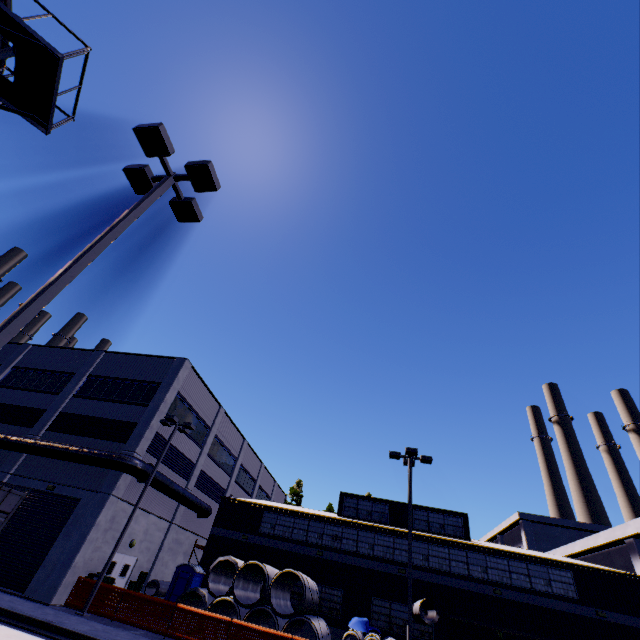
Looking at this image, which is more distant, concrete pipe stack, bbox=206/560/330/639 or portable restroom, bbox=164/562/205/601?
portable restroom, bbox=164/562/205/601

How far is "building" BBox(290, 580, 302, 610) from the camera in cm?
2222

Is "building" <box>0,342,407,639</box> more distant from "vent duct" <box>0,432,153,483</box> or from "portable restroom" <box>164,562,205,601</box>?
"portable restroom" <box>164,562,205,601</box>

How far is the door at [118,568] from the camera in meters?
20.0 m

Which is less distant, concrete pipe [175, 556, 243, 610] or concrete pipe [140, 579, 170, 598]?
concrete pipe [175, 556, 243, 610]

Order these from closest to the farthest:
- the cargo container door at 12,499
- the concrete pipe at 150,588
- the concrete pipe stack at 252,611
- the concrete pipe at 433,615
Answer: the cargo container door at 12,499, the concrete pipe stack at 252,611, the concrete pipe at 433,615, the concrete pipe at 150,588

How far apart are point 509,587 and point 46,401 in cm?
3593

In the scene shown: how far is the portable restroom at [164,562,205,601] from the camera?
20.3 meters
